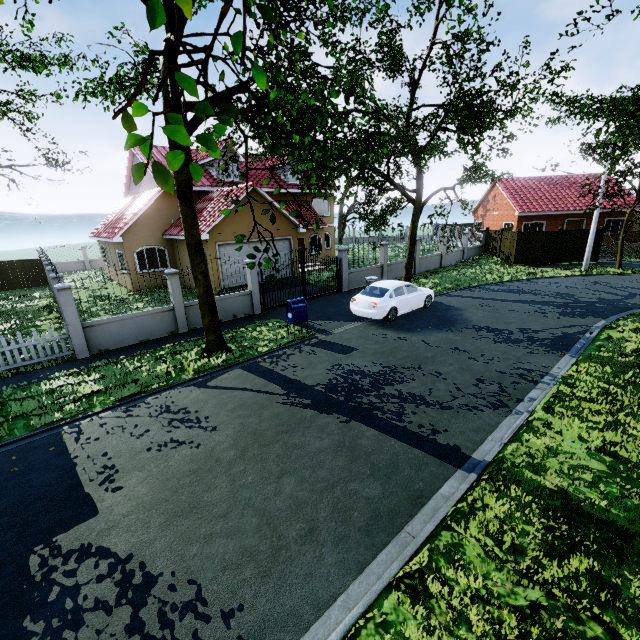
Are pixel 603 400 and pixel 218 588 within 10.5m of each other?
yes

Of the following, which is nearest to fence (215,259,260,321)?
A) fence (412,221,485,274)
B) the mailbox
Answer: fence (412,221,485,274)

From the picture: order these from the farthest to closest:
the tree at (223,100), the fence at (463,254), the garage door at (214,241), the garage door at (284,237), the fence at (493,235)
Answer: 1. the fence at (493,235)
2. the fence at (463,254)
3. the garage door at (284,237)
4. the garage door at (214,241)
5. the tree at (223,100)

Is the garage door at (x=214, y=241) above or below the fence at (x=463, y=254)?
above

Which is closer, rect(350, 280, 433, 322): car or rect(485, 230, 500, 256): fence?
rect(350, 280, 433, 322): car

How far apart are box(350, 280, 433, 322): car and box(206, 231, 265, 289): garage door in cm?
767

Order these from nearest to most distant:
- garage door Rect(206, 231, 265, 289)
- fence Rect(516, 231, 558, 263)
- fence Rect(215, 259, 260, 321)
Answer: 1. fence Rect(215, 259, 260, 321)
2. garage door Rect(206, 231, 265, 289)
3. fence Rect(516, 231, 558, 263)
